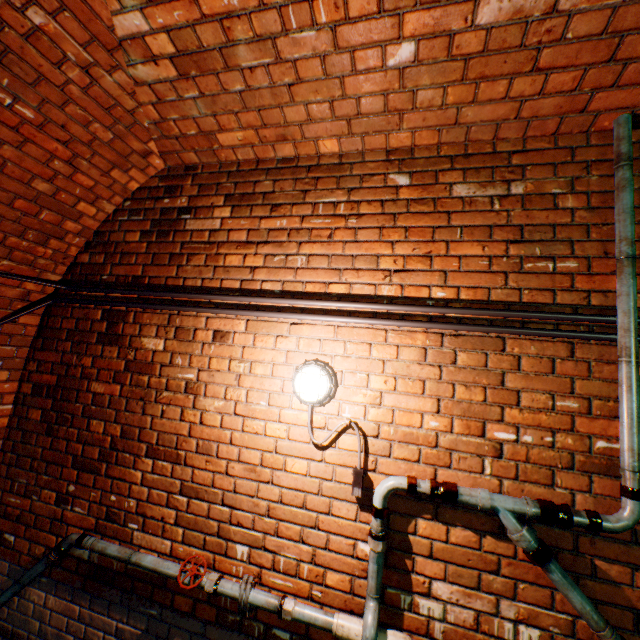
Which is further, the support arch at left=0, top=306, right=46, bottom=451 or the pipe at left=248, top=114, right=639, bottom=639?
the support arch at left=0, top=306, right=46, bottom=451

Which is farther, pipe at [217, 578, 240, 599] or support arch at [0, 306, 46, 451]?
support arch at [0, 306, 46, 451]

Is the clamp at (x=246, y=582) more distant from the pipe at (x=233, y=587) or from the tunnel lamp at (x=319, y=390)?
the tunnel lamp at (x=319, y=390)

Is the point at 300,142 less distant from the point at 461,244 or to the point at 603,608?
the point at 461,244

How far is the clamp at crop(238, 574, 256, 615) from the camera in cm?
178

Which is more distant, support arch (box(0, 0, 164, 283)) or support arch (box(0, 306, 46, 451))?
support arch (box(0, 306, 46, 451))

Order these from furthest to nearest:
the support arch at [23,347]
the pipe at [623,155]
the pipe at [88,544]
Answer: the support arch at [23,347] → the pipe at [88,544] → the pipe at [623,155]

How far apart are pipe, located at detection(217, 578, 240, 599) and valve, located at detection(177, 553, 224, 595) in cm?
3
